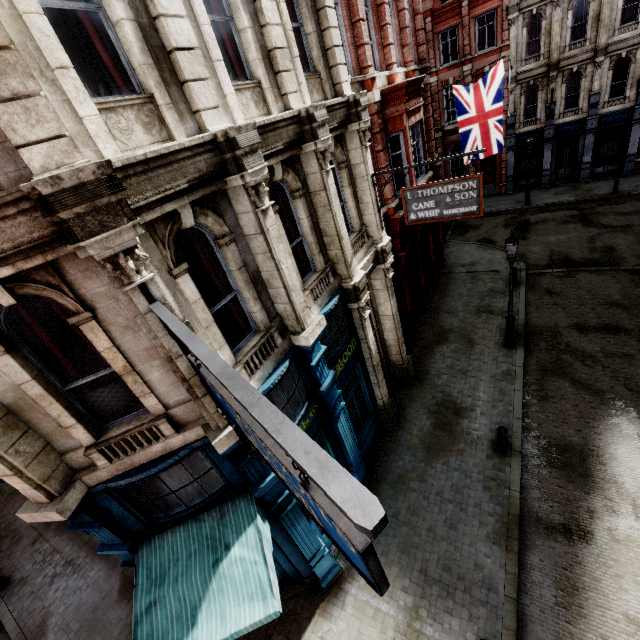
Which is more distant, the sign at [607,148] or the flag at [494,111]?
the sign at [607,148]

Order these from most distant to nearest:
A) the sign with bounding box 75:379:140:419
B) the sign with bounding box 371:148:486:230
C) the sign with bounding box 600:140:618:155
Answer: the sign with bounding box 600:140:618:155
the sign with bounding box 371:148:486:230
the sign with bounding box 75:379:140:419

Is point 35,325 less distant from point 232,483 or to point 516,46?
point 232,483

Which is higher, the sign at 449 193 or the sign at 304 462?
the sign at 304 462

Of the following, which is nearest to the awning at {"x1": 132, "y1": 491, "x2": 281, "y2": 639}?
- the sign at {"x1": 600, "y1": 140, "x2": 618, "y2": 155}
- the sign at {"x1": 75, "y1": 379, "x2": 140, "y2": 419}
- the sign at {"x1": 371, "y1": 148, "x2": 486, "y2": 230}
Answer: the sign at {"x1": 371, "y1": 148, "x2": 486, "y2": 230}

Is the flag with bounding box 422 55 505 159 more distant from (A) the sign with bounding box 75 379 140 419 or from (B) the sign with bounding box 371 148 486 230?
(A) the sign with bounding box 75 379 140 419

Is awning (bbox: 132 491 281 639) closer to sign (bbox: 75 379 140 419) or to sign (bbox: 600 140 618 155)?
sign (bbox: 75 379 140 419)

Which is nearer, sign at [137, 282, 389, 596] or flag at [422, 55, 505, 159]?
sign at [137, 282, 389, 596]
